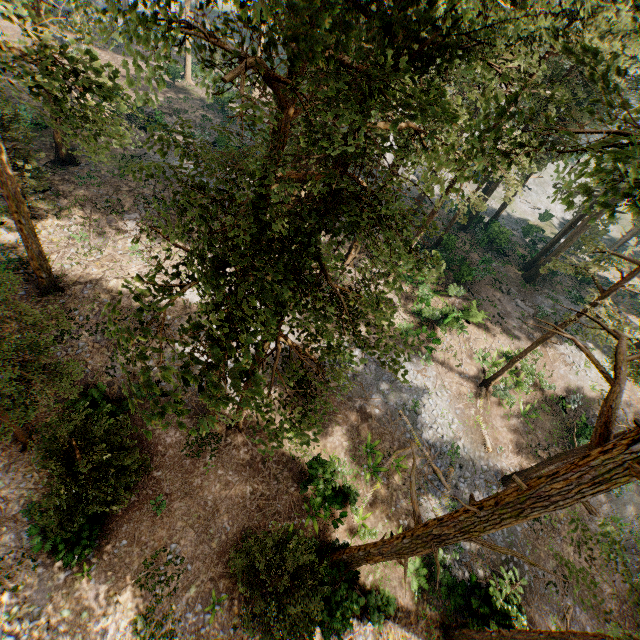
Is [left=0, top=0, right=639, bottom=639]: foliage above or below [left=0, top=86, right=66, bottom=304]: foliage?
above

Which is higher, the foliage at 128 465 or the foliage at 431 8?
the foliage at 431 8

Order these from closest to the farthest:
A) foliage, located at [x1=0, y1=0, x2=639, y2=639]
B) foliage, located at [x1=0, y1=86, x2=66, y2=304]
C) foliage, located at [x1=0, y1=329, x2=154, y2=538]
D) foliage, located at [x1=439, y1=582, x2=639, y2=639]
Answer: foliage, located at [x1=0, y1=0, x2=639, y2=639] → foliage, located at [x1=439, y1=582, x2=639, y2=639] → foliage, located at [x1=0, y1=329, x2=154, y2=538] → foliage, located at [x1=0, y1=86, x2=66, y2=304]

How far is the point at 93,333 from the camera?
18.14m

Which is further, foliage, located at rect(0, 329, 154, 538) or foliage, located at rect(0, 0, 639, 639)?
foliage, located at rect(0, 329, 154, 538)

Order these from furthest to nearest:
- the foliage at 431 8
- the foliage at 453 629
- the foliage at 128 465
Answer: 1. the foliage at 128 465
2. the foliage at 453 629
3. the foliage at 431 8
